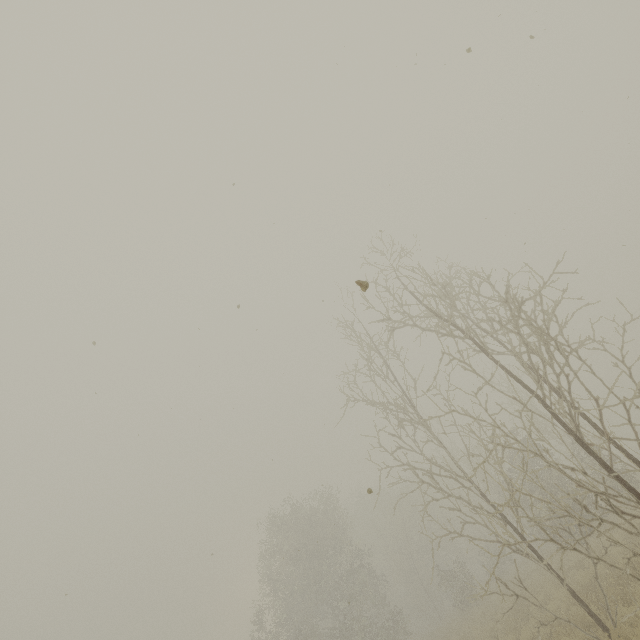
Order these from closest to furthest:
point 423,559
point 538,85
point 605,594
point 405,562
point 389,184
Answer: point 605,594
point 538,85
point 389,184
point 405,562
point 423,559
